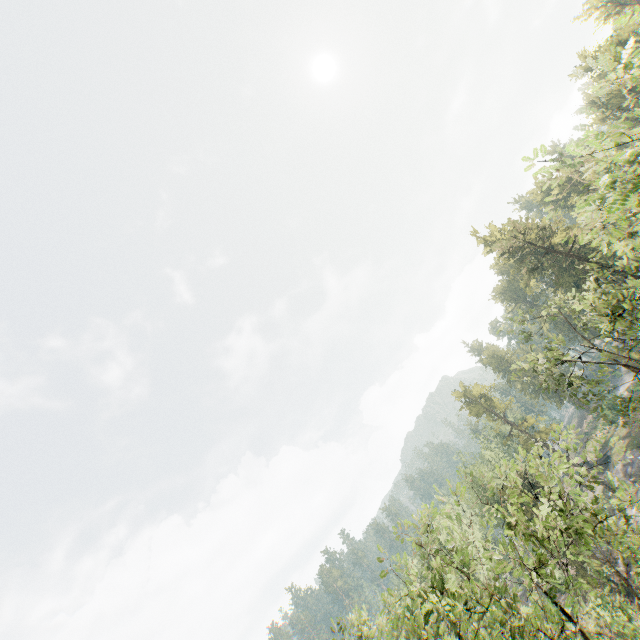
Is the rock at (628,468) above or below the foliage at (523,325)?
below

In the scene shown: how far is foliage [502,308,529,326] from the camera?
27.4 meters

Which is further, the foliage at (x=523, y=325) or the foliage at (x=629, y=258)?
the foliage at (x=523, y=325)

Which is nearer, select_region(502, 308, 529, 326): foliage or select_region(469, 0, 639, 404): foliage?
select_region(469, 0, 639, 404): foliage

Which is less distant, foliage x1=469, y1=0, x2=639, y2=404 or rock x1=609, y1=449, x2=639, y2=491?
foliage x1=469, y1=0, x2=639, y2=404

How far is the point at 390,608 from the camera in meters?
21.9

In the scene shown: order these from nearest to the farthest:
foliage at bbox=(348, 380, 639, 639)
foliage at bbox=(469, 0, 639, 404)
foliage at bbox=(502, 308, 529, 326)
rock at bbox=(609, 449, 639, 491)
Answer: foliage at bbox=(469, 0, 639, 404) < foliage at bbox=(348, 380, 639, 639) < foliage at bbox=(502, 308, 529, 326) < rock at bbox=(609, 449, 639, 491)
